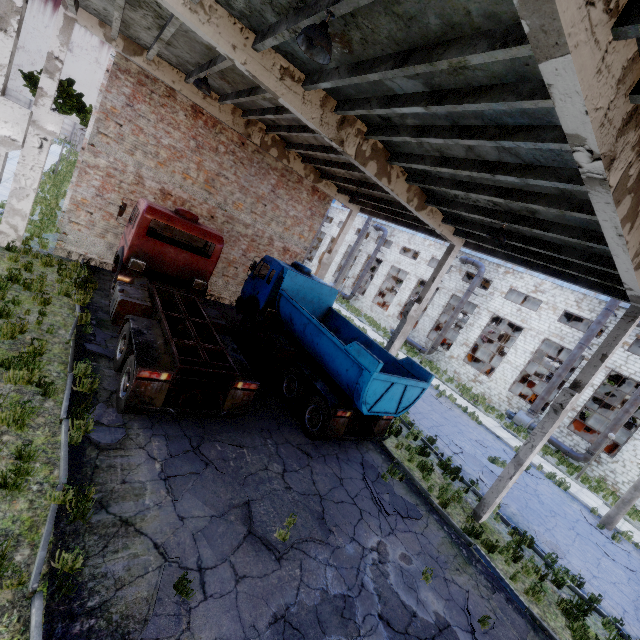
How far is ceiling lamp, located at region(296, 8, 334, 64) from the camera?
4.25m

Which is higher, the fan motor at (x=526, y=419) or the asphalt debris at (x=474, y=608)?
the fan motor at (x=526, y=419)

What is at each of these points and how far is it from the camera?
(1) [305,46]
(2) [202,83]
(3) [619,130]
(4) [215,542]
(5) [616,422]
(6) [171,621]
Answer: (1) ceiling lamp, 4.6 meters
(2) ceiling lamp, 9.2 meters
(3) column beam, 3.7 meters
(4) asphalt debris, 5.4 meters
(5) pipe, 20.4 meters
(6) asphalt debris, 4.2 meters

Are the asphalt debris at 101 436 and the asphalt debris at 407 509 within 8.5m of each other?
yes

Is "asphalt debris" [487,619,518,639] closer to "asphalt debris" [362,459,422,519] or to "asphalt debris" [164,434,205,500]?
"asphalt debris" [362,459,422,519]

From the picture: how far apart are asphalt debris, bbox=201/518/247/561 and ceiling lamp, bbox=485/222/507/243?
8.2m

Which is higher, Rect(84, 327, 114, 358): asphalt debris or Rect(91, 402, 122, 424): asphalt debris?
Rect(84, 327, 114, 358): asphalt debris

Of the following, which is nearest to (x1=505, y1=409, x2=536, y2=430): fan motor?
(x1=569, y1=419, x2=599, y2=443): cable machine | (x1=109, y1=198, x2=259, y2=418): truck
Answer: (x1=569, y1=419, x2=599, y2=443): cable machine
